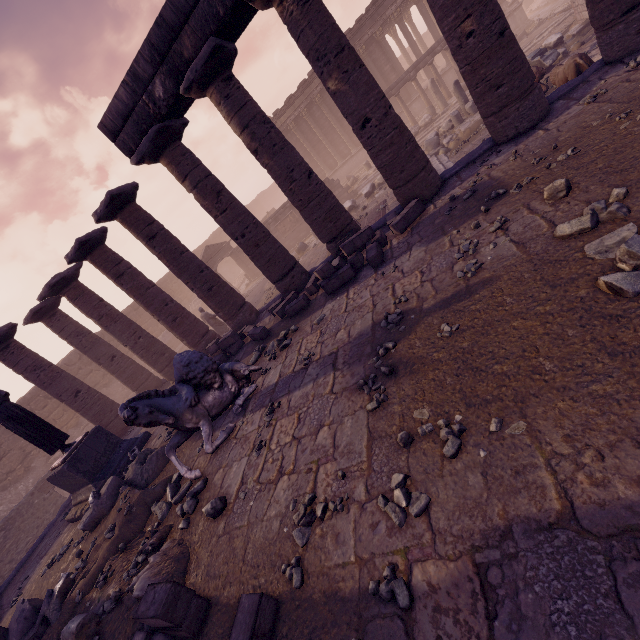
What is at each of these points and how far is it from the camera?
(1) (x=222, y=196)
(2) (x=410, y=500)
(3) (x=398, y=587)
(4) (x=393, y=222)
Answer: (1) column, 8.8m
(2) stone, 2.7m
(3) stone, 2.3m
(4) stone blocks, 7.4m

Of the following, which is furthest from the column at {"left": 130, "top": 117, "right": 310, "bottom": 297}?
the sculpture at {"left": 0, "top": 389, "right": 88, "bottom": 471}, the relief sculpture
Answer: the relief sculpture

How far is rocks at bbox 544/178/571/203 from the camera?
4.23m

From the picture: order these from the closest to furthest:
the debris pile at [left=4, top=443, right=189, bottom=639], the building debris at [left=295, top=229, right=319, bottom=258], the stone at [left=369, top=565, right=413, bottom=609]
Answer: the stone at [left=369, top=565, right=413, bottom=609] → the debris pile at [left=4, top=443, right=189, bottom=639] → the building debris at [left=295, top=229, right=319, bottom=258]

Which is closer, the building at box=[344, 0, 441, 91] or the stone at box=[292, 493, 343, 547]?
the stone at box=[292, 493, 343, 547]

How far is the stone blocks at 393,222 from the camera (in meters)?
7.26

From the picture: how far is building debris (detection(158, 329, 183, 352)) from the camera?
23.74m

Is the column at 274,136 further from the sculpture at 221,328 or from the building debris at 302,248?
the sculpture at 221,328
